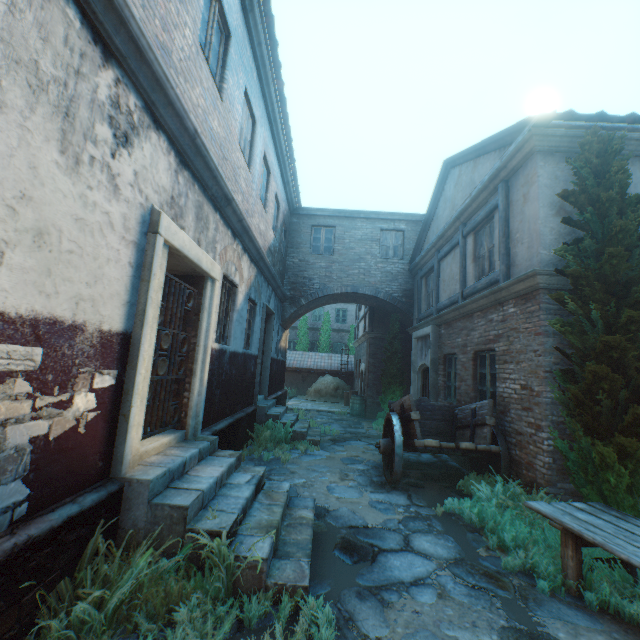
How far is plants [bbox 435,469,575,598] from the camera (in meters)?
3.55

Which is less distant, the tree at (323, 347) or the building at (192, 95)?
the building at (192, 95)

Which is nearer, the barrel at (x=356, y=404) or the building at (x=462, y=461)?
the building at (x=462, y=461)

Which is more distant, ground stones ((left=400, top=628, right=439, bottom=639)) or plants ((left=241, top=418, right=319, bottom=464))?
plants ((left=241, top=418, right=319, bottom=464))

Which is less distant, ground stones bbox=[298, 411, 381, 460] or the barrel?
ground stones bbox=[298, 411, 381, 460]

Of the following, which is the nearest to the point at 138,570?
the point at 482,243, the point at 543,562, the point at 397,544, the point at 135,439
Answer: the point at 135,439

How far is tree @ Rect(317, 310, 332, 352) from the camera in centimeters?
2622cm

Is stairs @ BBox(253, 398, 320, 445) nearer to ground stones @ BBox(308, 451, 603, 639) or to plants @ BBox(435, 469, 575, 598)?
ground stones @ BBox(308, 451, 603, 639)
